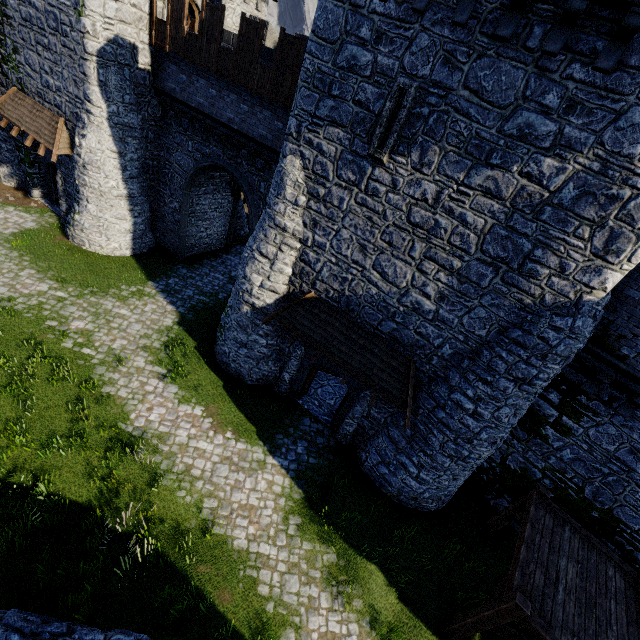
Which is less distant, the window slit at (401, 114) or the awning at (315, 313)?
the window slit at (401, 114)

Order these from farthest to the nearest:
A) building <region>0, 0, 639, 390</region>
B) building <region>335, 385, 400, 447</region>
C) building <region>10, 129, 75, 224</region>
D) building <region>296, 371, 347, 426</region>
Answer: building <region>10, 129, 75, 224</region> → building <region>296, 371, 347, 426</region> → building <region>335, 385, 400, 447</region> → building <region>0, 0, 639, 390</region>

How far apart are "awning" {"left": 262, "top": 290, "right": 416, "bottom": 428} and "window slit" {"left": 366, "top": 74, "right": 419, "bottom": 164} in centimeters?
456cm

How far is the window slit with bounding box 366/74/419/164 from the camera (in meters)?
7.87

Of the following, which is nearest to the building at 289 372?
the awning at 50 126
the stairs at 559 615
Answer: the awning at 50 126

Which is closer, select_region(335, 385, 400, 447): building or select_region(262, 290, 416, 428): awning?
select_region(262, 290, 416, 428): awning

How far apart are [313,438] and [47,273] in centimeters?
1473cm

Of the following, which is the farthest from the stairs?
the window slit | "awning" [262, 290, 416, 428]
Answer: the window slit
